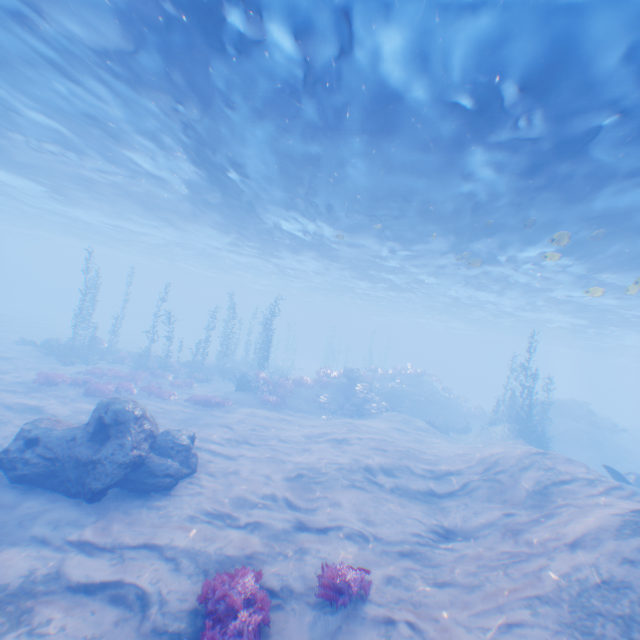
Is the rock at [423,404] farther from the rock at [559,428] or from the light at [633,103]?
the light at [633,103]

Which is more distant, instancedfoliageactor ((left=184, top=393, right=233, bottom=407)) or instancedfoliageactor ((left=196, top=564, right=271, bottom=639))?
instancedfoliageactor ((left=184, top=393, right=233, bottom=407))

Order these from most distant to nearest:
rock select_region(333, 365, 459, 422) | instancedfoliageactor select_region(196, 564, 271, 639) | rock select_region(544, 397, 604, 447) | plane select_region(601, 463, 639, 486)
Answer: rock select_region(544, 397, 604, 447) → rock select_region(333, 365, 459, 422) → plane select_region(601, 463, 639, 486) → instancedfoliageactor select_region(196, 564, 271, 639)

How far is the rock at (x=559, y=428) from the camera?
26.62m

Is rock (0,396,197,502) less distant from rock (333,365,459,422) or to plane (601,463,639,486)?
plane (601,463,639,486)

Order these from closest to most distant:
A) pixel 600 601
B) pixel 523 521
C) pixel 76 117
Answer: pixel 600 601
pixel 523 521
pixel 76 117

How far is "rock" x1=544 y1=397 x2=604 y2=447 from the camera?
26.62m

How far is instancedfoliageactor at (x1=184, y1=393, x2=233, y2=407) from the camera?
19.5m
